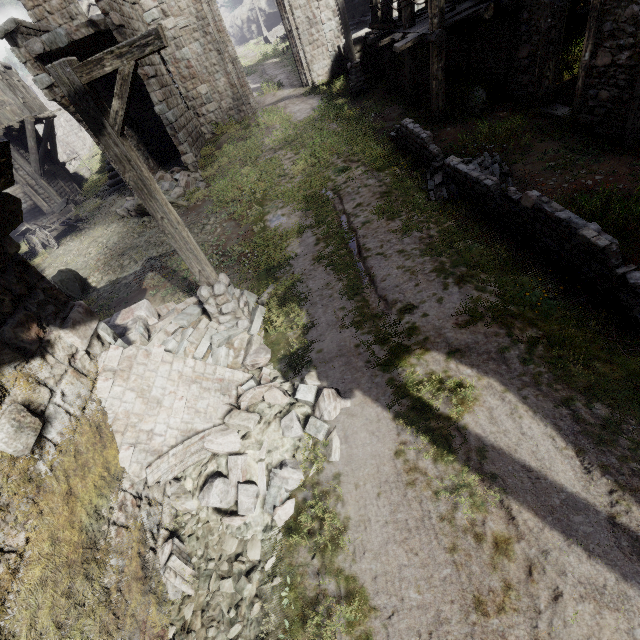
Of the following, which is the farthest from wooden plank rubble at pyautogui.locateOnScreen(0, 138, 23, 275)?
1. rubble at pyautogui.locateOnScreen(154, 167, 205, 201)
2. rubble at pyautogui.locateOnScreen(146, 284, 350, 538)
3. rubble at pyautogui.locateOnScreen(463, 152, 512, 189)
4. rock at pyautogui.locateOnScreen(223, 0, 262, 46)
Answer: rock at pyautogui.locateOnScreen(223, 0, 262, 46)

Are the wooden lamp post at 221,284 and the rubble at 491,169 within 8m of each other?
yes

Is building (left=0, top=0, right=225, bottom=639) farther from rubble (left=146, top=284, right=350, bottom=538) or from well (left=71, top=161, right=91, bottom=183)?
well (left=71, top=161, right=91, bottom=183)

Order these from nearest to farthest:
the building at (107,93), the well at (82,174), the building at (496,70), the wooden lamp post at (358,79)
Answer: the building at (496,70), the wooden lamp post at (358,79), the building at (107,93), the well at (82,174)

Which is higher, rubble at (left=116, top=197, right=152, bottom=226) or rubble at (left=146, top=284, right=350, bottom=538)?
rubble at (left=116, top=197, right=152, bottom=226)

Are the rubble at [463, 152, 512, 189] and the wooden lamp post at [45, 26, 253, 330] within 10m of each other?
yes

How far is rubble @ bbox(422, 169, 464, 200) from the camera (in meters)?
7.61

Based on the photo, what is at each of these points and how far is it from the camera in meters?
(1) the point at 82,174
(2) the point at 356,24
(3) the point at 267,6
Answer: (1) well, 32.1 m
(2) wooden plank rubble, 20.0 m
(3) rock, 41.9 m
